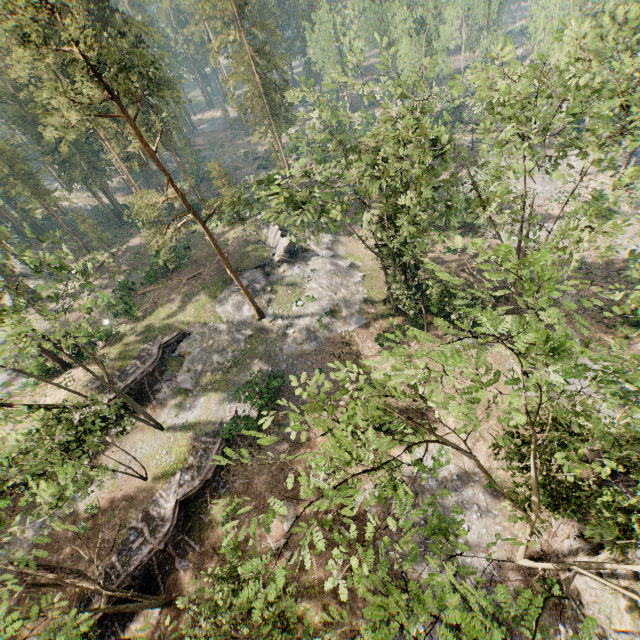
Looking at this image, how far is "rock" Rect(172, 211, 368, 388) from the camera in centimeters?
3006cm

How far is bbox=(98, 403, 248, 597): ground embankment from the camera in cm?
2073

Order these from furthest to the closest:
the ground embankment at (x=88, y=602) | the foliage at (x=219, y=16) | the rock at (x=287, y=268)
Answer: the rock at (x=287, y=268) → the ground embankment at (x=88, y=602) → the foliage at (x=219, y=16)

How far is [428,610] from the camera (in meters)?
5.96

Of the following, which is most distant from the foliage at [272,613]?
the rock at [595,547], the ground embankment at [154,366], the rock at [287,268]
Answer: the ground embankment at [154,366]

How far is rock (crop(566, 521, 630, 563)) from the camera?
15.45m

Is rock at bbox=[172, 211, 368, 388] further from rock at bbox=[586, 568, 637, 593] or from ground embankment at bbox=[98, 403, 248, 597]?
rock at bbox=[586, 568, 637, 593]

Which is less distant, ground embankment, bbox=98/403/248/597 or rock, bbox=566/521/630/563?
rock, bbox=566/521/630/563
